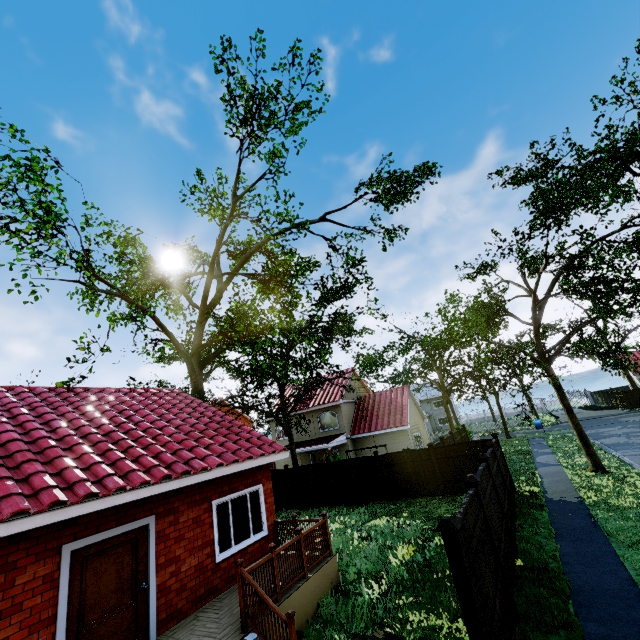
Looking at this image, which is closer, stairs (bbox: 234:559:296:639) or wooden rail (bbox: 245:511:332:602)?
stairs (bbox: 234:559:296:639)

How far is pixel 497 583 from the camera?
5.82m

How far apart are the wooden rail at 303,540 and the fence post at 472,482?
4.3 meters

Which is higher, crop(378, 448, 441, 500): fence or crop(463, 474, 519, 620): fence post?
crop(463, 474, 519, 620): fence post

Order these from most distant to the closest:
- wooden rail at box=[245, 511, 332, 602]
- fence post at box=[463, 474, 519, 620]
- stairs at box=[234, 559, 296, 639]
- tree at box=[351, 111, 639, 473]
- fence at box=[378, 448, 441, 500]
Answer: fence at box=[378, 448, 441, 500] → tree at box=[351, 111, 639, 473] → wooden rail at box=[245, 511, 332, 602] → fence post at box=[463, 474, 519, 620] → stairs at box=[234, 559, 296, 639]

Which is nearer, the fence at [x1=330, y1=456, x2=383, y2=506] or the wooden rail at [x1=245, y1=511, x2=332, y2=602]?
the wooden rail at [x1=245, y1=511, x2=332, y2=602]

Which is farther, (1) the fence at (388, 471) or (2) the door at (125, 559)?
(1) the fence at (388, 471)

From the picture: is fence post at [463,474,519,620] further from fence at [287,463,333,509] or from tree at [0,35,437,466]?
tree at [0,35,437,466]
